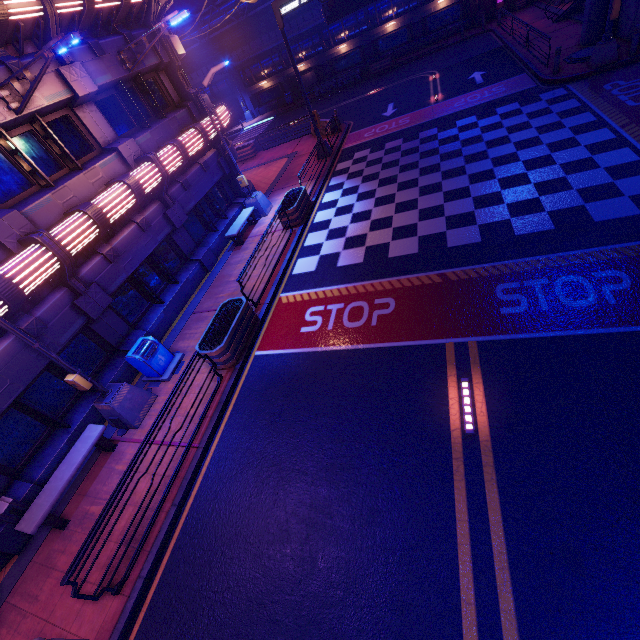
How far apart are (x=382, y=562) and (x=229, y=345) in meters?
6.2

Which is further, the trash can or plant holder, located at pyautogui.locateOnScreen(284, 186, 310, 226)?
plant holder, located at pyautogui.locateOnScreen(284, 186, 310, 226)

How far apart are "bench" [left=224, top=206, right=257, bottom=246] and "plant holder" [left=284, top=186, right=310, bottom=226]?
1.8m

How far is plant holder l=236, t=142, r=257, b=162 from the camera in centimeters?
2611cm

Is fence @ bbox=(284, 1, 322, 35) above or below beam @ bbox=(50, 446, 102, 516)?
above

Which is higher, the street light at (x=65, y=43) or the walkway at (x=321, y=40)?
the street light at (x=65, y=43)

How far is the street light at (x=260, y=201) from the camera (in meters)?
12.57

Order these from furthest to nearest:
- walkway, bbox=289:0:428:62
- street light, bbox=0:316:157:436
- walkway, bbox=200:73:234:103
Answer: walkway, bbox=200:73:234:103
walkway, bbox=289:0:428:62
street light, bbox=0:316:157:436
